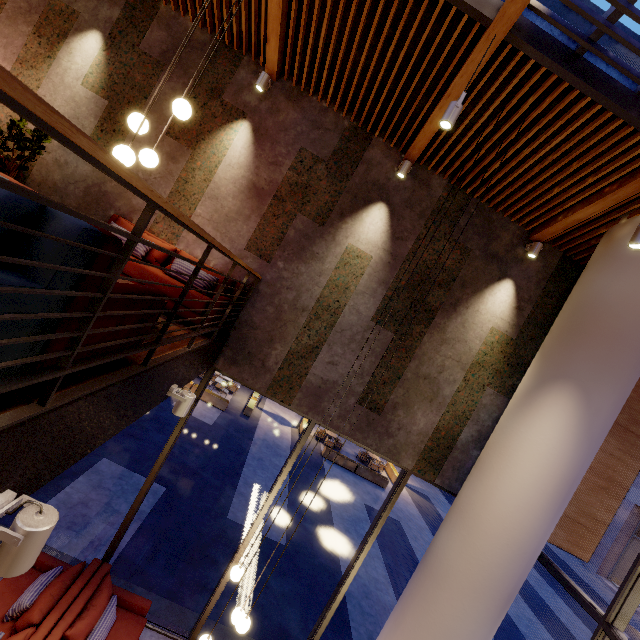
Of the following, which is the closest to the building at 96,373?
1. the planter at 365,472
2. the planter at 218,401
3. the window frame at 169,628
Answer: the window frame at 169,628

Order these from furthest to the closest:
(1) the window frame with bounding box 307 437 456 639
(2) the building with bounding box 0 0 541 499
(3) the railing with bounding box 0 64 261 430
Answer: (1) the window frame with bounding box 307 437 456 639
(2) the building with bounding box 0 0 541 499
(3) the railing with bounding box 0 64 261 430

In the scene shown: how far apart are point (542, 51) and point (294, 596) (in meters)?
11.63

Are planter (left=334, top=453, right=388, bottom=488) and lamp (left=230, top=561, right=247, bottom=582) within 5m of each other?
no

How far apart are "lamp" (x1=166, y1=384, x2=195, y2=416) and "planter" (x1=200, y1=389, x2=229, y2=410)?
13.7 meters

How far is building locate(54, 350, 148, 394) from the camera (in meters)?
1.78

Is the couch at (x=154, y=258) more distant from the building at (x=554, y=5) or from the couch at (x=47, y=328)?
the couch at (x=47, y=328)
